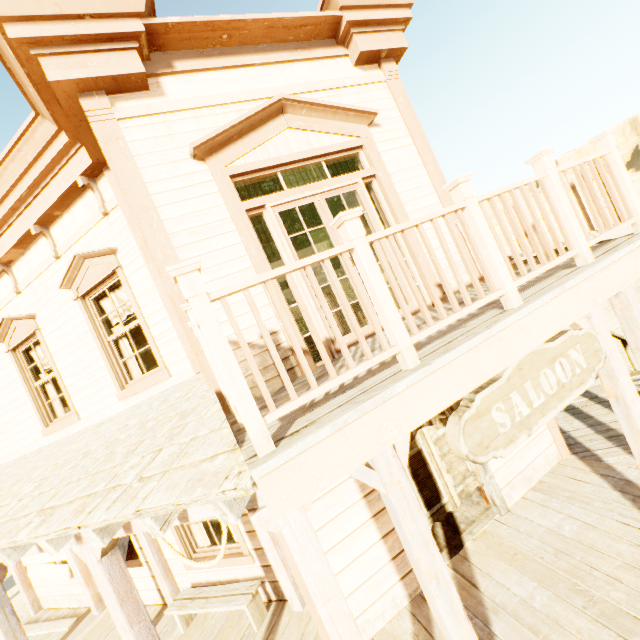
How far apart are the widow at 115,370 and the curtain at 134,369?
0.0m

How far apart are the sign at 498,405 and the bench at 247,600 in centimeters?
405cm

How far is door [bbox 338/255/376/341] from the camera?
4.2m

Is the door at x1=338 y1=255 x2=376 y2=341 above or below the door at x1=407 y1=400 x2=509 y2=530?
above

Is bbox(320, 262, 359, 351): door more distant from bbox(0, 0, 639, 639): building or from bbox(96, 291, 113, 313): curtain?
bbox(96, 291, 113, 313): curtain

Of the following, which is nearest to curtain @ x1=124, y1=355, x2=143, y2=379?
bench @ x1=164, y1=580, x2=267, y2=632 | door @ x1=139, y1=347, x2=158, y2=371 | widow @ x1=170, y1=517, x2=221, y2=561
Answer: widow @ x1=170, y1=517, x2=221, y2=561

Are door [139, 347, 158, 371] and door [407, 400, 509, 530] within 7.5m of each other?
no

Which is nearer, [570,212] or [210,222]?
[570,212]
